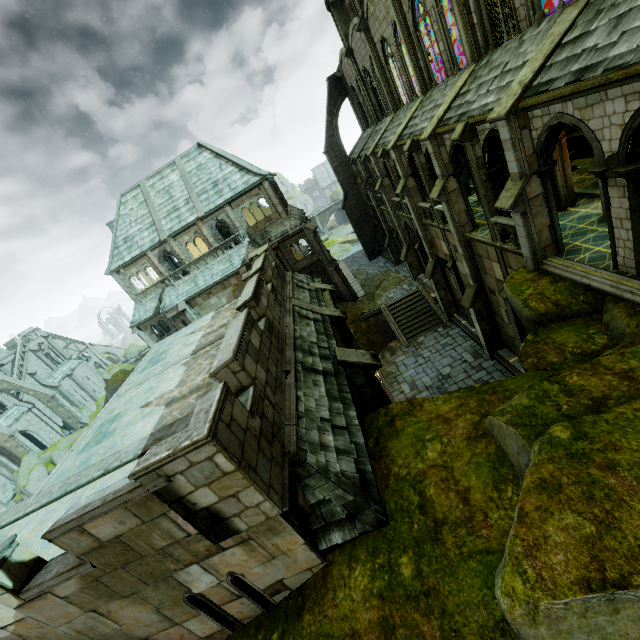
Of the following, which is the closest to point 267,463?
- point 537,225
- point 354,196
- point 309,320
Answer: point 309,320

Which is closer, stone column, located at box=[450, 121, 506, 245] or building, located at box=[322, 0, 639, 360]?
building, located at box=[322, 0, 639, 360]

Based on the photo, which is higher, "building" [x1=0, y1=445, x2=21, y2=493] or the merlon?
the merlon

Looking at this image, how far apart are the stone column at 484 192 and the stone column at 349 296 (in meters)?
18.03

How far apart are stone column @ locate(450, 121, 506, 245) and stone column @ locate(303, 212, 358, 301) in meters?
18.0

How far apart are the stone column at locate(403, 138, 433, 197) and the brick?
18.2m

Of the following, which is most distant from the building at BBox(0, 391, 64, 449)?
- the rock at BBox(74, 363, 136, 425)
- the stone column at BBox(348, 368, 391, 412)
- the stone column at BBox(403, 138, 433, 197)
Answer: the stone column at BBox(348, 368, 391, 412)

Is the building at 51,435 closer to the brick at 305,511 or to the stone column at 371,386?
the stone column at 371,386
